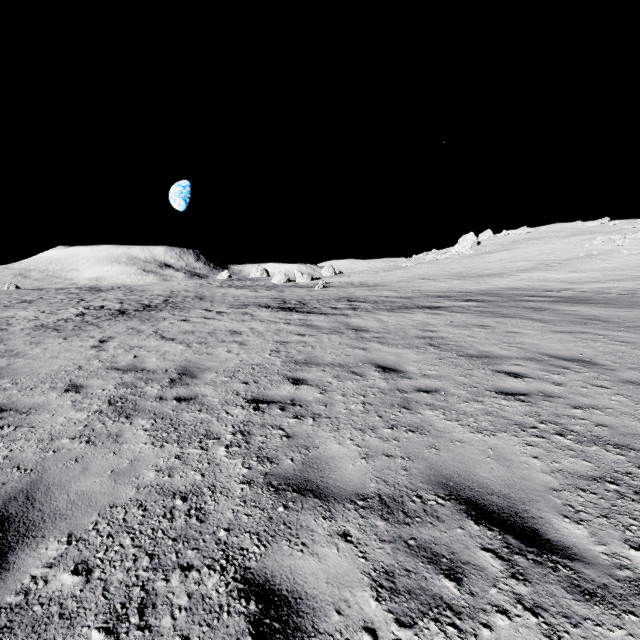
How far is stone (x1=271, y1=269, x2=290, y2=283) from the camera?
50.0 meters

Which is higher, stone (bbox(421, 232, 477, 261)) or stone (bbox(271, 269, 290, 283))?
stone (bbox(421, 232, 477, 261))

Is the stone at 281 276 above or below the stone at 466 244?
below

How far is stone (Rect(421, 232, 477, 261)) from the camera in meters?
47.8

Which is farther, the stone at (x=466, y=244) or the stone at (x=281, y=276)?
the stone at (x=281, y=276)

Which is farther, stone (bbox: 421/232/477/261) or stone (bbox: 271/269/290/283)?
stone (bbox: 271/269/290/283)

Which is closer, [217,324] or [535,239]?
[217,324]
